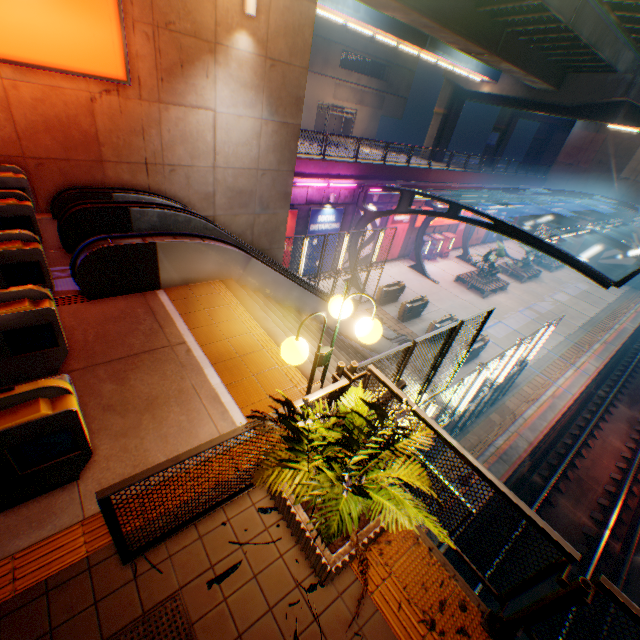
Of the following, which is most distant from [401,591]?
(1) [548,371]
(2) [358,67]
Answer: (2) [358,67]

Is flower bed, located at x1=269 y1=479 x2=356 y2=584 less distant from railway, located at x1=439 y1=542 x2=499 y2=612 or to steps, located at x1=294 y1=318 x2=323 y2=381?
steps, located at x1=294 y1=318 x2=323 y2=381

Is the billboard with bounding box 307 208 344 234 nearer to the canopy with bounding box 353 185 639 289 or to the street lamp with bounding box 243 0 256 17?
the canopy with bounding box 353 185 639 289

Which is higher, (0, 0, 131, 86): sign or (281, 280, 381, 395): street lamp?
(0, 0, 131, 86): sign

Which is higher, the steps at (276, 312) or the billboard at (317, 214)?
the steps at (276, 312)

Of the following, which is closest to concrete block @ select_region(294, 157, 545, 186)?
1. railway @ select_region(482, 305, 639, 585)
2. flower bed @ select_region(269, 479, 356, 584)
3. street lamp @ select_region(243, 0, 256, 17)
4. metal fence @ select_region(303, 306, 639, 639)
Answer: metal fence @ select_region(303, 306, 639, 639)

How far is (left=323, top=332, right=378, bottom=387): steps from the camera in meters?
6.2 m

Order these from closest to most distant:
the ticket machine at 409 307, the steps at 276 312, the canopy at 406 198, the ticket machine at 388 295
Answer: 1. the steps at 276 312
2. the canopy at 406 198
3. the ticket machine at 409 307
4. the ticket machine at 388 295
